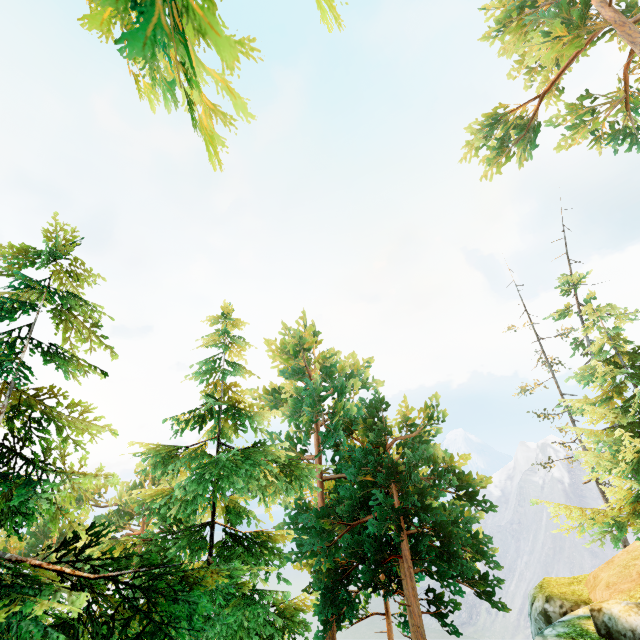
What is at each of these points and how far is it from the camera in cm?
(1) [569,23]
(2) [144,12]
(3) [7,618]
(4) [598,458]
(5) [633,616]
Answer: (1) tree, 1923
(2) tree, 265
(3) tree, 300
(4) tree, 1151
(5) rock, 984

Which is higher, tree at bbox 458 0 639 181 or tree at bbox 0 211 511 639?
tree at bbox 458 0 639 181

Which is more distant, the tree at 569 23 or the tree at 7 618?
the tree at 569 23

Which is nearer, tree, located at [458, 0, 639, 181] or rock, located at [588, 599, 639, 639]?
rock, located at [588, 599, 639, 639]

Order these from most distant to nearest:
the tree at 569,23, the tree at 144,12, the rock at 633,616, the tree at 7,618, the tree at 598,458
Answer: the tree at 569,23, the tree at 598,458, the rock at 633,616, the tree at 7,618, the tree at 144,12

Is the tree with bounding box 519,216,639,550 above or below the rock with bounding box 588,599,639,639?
above

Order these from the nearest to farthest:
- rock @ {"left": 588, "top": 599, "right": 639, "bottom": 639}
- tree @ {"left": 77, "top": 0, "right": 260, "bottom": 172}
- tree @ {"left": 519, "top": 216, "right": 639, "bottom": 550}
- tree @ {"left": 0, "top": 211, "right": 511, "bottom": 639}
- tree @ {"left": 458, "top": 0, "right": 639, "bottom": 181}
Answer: tree @ {"left": 77, "top": 0, "right": 260, "bottom": 172} < tree @ {"left": 0, "top": 211, "right": 511, "bottom": 639} < rock @ {"left": 588, "top": 599, "right": 639, "bottom": 639} < tree @ {"left": 519, "top": 216, "right": 639, "bottom": 550} < tree @ {"left": 458, "top": 0, "right": 639, "bottom": 181}
